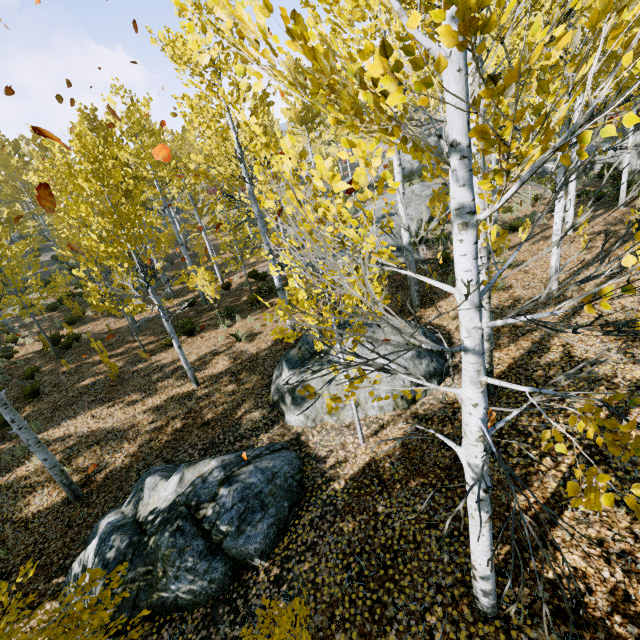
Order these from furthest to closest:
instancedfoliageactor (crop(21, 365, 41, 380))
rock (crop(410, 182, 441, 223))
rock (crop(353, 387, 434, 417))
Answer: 1. rock (crop(410, 182, 441, 223))
2. instancedfoliageactor (crop(21, 365, 41, 380))
3. rock (crop(353, 387, 434, 417))

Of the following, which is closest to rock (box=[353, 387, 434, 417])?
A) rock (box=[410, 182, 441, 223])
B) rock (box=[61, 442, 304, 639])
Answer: rock (box=[61, 442, 304, 639])

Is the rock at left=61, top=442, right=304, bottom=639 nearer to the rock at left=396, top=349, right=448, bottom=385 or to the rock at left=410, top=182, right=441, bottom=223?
the rock at left=396, top=349, right=448, bottom=385

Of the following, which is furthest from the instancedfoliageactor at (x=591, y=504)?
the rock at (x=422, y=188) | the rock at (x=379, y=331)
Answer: the rock at (x=379, y=331)

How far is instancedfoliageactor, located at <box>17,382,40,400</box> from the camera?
10.9m

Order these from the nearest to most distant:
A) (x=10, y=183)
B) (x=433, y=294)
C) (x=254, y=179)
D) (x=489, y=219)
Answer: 1. (x=254, y=179)
2. (x=433, y=294)
3. (x=489, y=219)
4. (x=10, y=183)

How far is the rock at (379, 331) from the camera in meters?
7.3 m

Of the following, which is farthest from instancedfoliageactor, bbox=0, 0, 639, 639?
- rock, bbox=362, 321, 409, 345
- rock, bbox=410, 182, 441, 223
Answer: rock, bbox=362, 321, 409, 345
